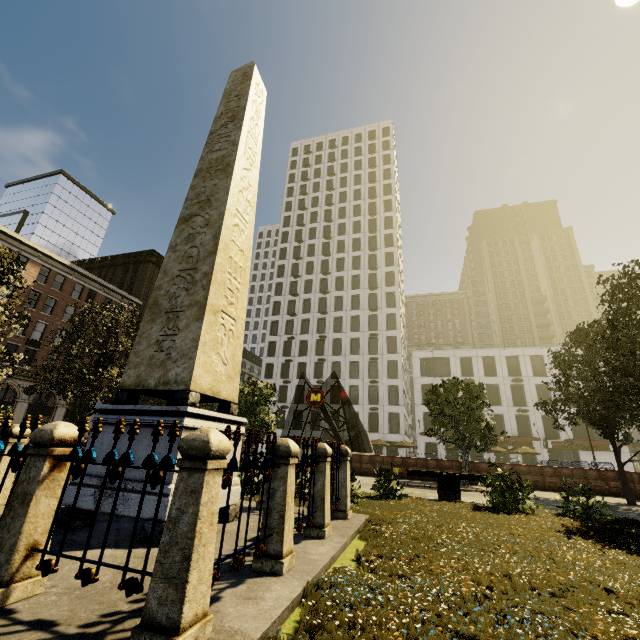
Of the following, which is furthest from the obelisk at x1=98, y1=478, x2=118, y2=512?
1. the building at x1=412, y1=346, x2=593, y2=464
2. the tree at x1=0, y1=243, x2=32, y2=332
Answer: the building at x1=412, y1=346, x2=593, y2=464

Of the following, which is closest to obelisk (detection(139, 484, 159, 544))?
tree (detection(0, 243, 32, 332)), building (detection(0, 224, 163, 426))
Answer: tree (detection(0, 243, 32, 332))

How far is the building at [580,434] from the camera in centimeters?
3972cm

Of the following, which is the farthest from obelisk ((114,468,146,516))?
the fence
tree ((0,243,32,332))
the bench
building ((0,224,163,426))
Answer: building ((0,224,163,426))

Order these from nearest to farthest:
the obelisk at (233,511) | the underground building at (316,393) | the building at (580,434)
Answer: the obelisk at (233,511) → the underground building at (316,393) → the building at (580,434)

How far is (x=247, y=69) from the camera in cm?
905

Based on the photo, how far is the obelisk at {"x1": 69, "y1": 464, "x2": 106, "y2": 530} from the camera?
4.70m

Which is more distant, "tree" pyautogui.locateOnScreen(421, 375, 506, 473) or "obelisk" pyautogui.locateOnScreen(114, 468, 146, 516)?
"tree" pyautogui.locateOnScreen(421, 375, 506, 473)
